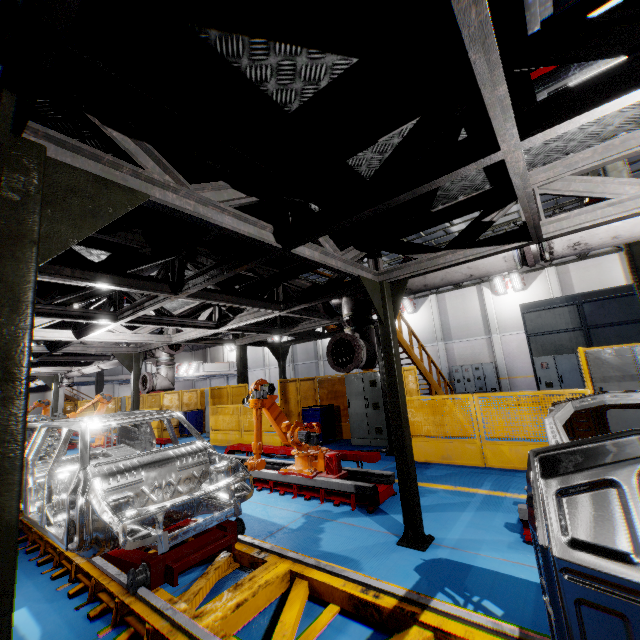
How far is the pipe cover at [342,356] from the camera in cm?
460

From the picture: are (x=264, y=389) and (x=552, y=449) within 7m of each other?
yes

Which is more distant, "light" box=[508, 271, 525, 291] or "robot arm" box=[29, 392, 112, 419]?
"light" box=[508, 271, 525, 291]

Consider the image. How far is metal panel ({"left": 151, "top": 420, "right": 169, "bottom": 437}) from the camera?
15.16m

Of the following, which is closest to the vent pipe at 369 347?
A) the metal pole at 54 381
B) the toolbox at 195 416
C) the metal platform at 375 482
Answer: the metal platform at 375 482

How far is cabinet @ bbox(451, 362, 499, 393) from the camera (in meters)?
22.38

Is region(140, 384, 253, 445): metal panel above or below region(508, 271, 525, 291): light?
below

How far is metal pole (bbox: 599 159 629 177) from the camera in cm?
794
